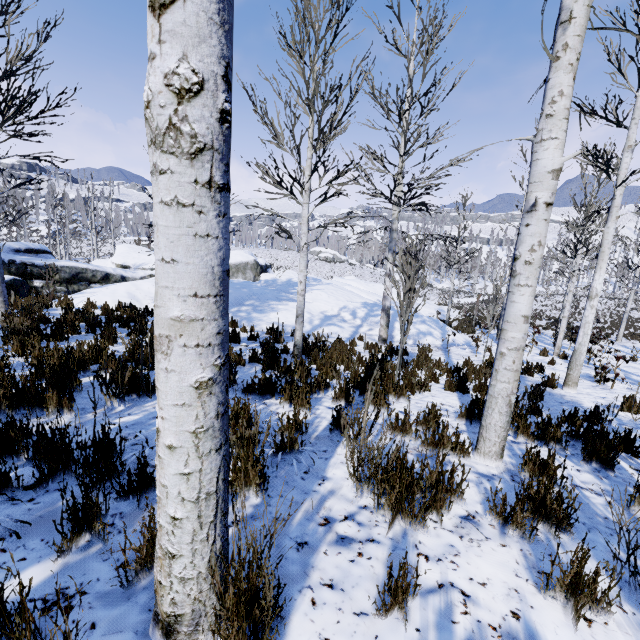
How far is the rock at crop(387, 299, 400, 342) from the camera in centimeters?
1310cm

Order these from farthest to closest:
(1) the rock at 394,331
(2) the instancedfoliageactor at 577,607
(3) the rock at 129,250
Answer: (1) the rock at 394,331 → (3) the rock at 129,250 → (2) the instancedfoliageactor at 577,607

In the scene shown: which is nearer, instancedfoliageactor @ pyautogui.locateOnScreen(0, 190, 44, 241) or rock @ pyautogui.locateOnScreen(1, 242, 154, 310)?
instancedfoliageactor @ pyautogui.locateOnScreen(0, 190, 44, 241)

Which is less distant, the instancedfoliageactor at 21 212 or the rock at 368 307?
the instancedfoliageactor at 21 212

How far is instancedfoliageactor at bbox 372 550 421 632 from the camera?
1.5m

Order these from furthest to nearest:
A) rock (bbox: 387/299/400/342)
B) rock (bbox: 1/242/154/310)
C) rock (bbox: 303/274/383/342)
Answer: rock (bbox: 387/299/400/342), rock (bbox: 303/274/383/342), rock (bbox: 1/242/154/310)

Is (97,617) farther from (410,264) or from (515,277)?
(410,264)

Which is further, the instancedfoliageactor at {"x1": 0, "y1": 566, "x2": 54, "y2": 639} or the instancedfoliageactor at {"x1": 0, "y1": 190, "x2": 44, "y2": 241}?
the instancedfoliageactor at {"x1": 0, "y1": 190, "x2": 44, "y2": 241}
